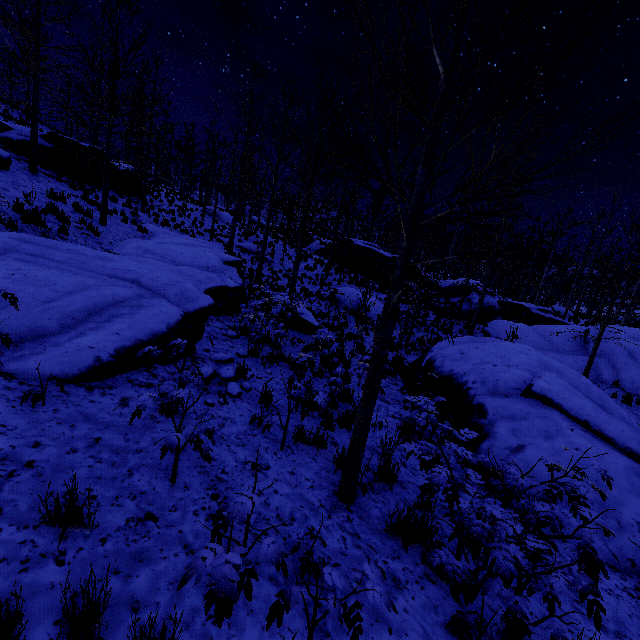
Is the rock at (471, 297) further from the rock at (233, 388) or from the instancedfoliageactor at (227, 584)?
Result: the instancedfoliageactor at (227, 584)

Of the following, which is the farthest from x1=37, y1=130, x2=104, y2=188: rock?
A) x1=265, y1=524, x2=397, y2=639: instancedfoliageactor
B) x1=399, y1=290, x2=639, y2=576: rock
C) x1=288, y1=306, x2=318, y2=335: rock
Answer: x1=399, y1=290, x2=639, y2=576: rock

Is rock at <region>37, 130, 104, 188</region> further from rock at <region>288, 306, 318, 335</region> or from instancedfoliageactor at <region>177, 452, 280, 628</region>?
instancedfoliageactor at <region>177, 452, 280, 628</region>

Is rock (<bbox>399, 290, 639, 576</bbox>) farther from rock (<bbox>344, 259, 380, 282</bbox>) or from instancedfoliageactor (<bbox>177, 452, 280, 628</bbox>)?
instancedfoliageactor (<bbox>177, 452, 280, 628</bbox>)

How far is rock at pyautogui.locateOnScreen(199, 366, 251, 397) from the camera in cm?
536

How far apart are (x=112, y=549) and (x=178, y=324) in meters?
3.8 m

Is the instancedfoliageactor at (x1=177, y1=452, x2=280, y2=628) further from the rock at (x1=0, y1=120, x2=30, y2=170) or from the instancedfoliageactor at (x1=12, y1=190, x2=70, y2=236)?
the rock at (x1=0, y1=120, x2=30, y2=170)

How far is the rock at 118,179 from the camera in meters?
19.7
